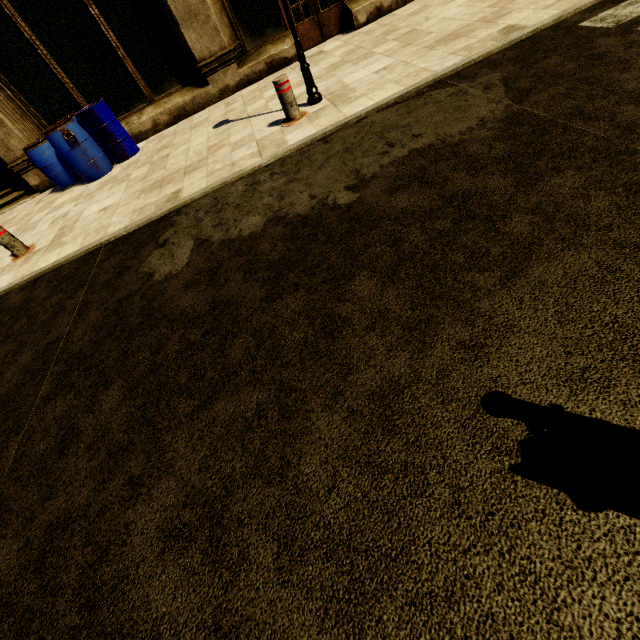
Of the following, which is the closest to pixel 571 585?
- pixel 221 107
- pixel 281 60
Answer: pixel 221 107

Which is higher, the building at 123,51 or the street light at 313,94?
the building at 123,51

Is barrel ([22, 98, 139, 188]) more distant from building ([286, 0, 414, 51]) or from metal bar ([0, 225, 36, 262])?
metal bar ([0, 225, 36, 262])

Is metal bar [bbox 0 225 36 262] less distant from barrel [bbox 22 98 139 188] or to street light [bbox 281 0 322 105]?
barrel [bbox 22 98 139 188]

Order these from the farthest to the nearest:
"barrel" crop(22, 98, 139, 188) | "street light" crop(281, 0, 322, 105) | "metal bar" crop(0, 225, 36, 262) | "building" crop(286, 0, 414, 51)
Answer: "building" crop(286, 0, 414, 51) < "barrel" crop(22, 98, 139, 188) < "metal bar" crop(0, 225, 36, 262) < "street light" crop(281, 0, 322, 105)

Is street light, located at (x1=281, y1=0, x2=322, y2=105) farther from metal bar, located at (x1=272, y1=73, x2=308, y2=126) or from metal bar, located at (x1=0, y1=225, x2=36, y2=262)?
metal bar, located at (x1=0, y1=225, x2=36, y2=262)

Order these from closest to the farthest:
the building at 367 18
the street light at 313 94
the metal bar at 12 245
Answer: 1. the street light at 313 94
2. the metal bar at 12 245
3. the building at 367 18

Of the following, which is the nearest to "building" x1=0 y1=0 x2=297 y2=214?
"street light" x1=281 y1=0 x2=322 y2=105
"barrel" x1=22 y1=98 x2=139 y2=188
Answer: "barrel" x1=22 y1=98 x2=139 y2=188
